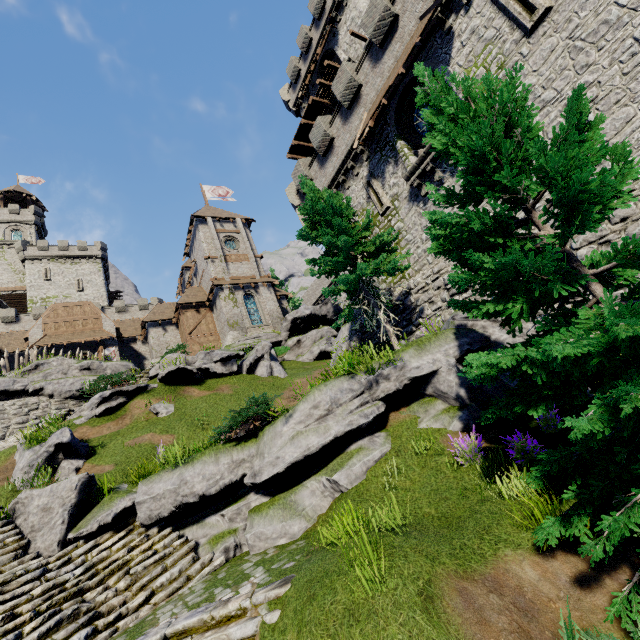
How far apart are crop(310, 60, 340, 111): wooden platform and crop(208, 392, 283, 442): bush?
25.7m

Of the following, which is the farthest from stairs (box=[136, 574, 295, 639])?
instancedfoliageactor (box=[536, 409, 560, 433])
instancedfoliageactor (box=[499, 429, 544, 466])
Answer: instancedfoliageactor (box=[536, 409, 560, 433])

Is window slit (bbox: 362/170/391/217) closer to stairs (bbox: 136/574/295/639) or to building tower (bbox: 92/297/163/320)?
stairs (bbox: 136/574/295/639)

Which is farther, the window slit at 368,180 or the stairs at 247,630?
the window slit at 368,180

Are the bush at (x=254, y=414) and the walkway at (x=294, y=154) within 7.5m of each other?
no

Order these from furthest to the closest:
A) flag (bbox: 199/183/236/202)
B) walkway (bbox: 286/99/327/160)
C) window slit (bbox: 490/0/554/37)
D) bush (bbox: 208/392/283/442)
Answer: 1. flag (bbox: 199/183/236/202)
2. walkway (bbox: 286/99/327/160)
3. window slit (bbox: 490/0/554/37)
4. bush (bbox: 208/392/283/442)

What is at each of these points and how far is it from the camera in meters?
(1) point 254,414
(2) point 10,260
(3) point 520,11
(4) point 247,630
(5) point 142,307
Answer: (1) bush, 8.8
(2) building tower, 50.9
(3) window slit, 10.8
(4) stairs, 4.3
(5) building tower, 48.2

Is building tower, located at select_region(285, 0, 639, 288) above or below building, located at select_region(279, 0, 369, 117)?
below
